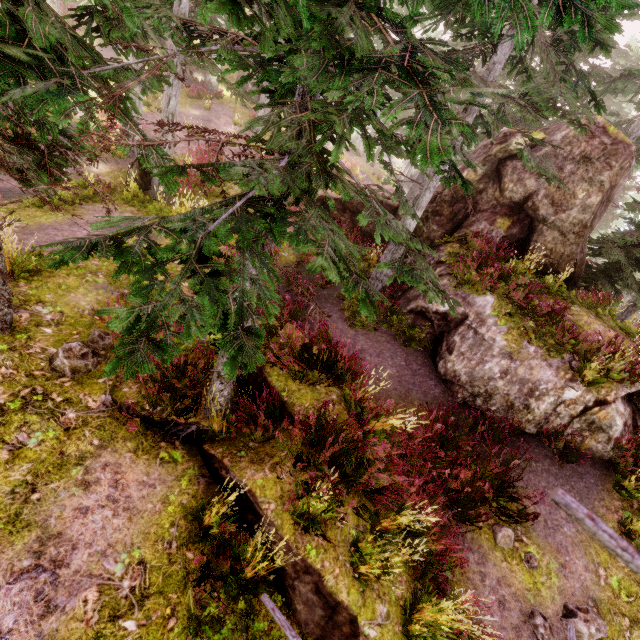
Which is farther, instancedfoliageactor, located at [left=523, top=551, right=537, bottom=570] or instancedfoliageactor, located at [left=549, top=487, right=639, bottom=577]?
instancedfoliageactor, located at [left=523, top=551, right=537, bottom=570]

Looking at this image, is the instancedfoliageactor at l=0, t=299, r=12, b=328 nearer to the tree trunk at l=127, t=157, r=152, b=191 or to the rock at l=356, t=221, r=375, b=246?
the rock at l=356, t=221, r=375, b=246

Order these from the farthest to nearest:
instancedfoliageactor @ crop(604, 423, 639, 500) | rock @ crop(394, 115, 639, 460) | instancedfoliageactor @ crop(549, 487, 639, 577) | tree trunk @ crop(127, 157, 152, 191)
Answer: tree trunk @ crop(127, 157, 152, 191) < rock @ crop(394, 115, 639, 460) < instancedfoliageactor @ crop(604, 423, 639, 500) < instancedfoliageactor @ crop(549, 487, 639, 577)

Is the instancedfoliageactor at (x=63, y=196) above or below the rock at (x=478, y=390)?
below

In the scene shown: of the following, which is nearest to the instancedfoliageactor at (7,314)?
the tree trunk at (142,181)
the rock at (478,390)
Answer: the rock at (478,390)

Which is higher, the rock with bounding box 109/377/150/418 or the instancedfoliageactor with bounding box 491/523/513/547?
the rock with bounding box 109/377/150/418

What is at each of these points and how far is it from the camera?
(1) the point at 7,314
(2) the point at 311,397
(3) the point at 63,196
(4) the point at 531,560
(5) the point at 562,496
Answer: (1) instancedfoliageactor, 5.4m
(2) rock, 6.2m
(3) instancedfoliageactor, 11.3m
(4) instancedfoliageactor, 6.2m
(5) instancedfoliageactor, 0.4m
